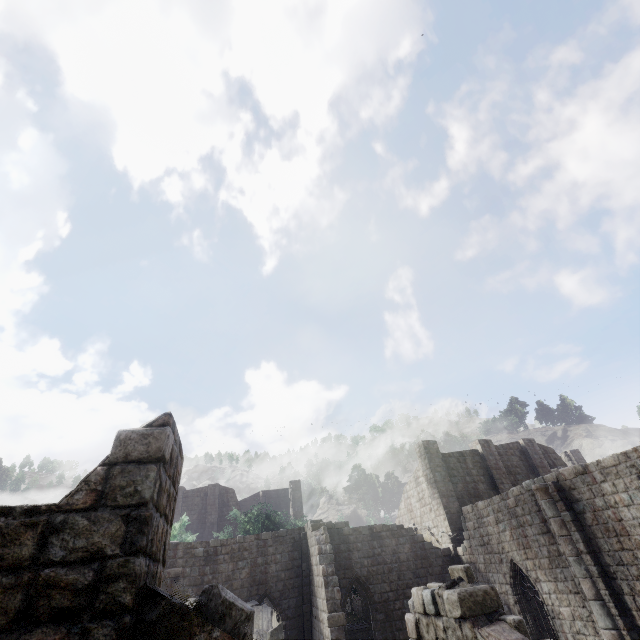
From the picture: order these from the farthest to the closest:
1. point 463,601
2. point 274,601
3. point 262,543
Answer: point 262,543, point 274,601, point 463,601

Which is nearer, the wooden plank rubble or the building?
the building

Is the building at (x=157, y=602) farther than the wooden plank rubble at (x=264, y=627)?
No
